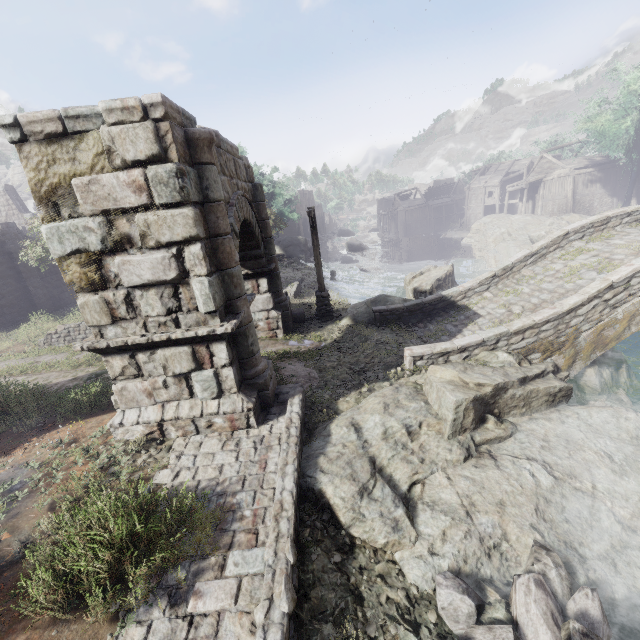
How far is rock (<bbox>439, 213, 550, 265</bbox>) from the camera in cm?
3076

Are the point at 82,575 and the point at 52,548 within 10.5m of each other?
yes

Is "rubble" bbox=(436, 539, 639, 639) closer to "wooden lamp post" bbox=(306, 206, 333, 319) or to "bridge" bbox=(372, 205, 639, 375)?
"bridge" bbox=(372, 205, 639, 375)

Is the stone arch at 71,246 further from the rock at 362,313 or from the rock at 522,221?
the rock at 522,221

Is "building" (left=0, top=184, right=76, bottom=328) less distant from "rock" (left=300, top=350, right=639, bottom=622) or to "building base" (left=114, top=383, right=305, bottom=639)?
"building base" (left=114, top=383, right=305, bottom=639)

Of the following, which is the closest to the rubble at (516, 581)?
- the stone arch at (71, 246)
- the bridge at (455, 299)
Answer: the stone arch at (71, 246)

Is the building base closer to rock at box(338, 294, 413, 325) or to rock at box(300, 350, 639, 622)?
rock at box(300, 350, 639, 622)

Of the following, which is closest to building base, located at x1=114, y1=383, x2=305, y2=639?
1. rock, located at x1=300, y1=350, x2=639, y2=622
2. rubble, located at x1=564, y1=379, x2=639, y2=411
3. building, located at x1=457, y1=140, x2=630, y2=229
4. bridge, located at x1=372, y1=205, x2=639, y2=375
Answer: rock, located at x1=300, y1=350, x2=639, y2=622
